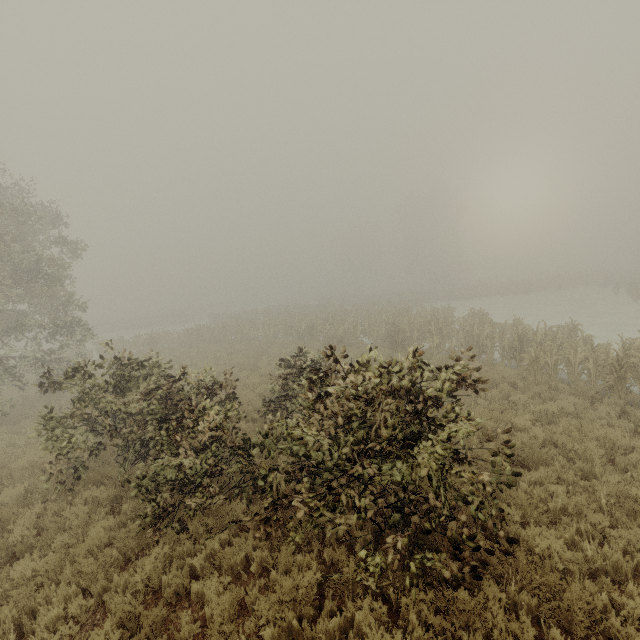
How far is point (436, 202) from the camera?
55.3 meters
